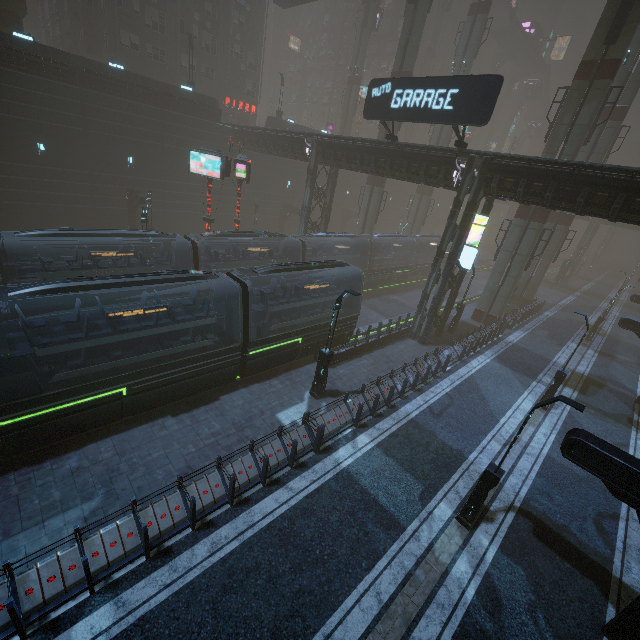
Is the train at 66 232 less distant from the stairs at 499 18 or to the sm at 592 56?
the sm at 592 56

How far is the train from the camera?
13.89m

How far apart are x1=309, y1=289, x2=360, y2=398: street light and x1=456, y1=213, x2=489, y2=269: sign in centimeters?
1021cm

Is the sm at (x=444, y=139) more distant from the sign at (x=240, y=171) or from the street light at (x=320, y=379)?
the street light at (x=320, y=379)

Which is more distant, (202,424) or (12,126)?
(12,126)

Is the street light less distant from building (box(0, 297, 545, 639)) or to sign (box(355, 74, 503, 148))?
building (box(0, 297, 545, 639))

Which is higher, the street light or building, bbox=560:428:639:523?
building, bbox=560:428:639:523

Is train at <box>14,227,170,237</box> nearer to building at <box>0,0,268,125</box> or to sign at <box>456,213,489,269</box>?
building at <box>0,0,268,125</box>
